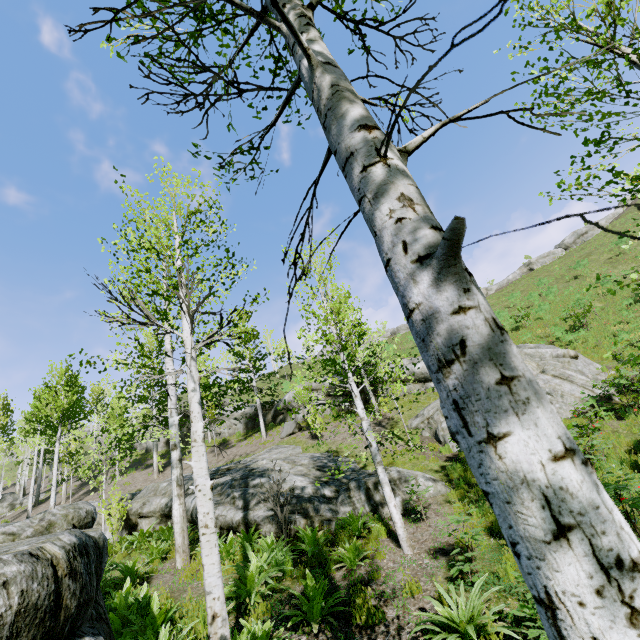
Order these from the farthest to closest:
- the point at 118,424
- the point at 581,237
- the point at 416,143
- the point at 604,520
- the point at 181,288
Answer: the point at 581,237, the point at 118,424, the point at 181,288, the point at 416,143, the point at 604,520

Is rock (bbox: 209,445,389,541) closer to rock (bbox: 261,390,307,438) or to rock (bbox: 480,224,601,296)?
rock (bbox: 261,390,307,438)

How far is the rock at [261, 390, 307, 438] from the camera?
21.50m

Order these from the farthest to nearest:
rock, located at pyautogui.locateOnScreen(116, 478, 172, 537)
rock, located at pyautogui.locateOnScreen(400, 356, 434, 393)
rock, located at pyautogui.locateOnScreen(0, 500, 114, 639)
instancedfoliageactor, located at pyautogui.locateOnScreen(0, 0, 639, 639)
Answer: rock, located at pyautogui.locateOnScreen(400, 356, 434, 393) → rock, located at pyautogui.locateOnScreen(116, 478, 172, 537) → rock, located at pyautogui.locateOnScreen(0, 500, 114, 639) → instancedfoliageactor, located at pyautogui.locateOnScreen(0, 0, 639, 639)

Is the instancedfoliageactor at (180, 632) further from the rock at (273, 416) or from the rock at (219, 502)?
the rock at (273, 416)

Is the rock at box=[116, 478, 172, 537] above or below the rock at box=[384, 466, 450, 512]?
above

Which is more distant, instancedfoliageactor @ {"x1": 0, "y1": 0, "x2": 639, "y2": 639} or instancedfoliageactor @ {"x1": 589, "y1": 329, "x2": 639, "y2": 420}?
instancedfoliageactor @ {"x1": 589, "y1": 329, "x2": 639, "y2": 420}

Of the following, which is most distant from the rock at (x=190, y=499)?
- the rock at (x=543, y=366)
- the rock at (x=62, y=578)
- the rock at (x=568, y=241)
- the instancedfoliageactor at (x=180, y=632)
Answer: the rock at (x=568, y=241)
